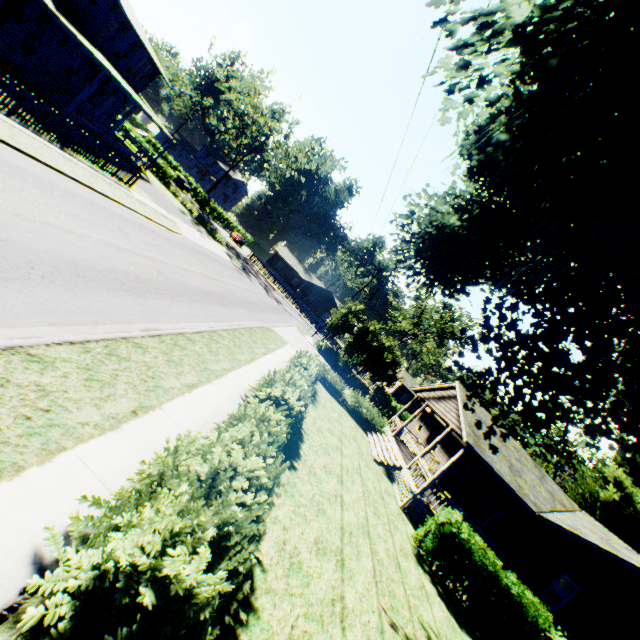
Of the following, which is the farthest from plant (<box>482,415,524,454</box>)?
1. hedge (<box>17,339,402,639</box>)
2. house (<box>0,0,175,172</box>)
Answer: hedge (<box>17,339,402,639</box>)

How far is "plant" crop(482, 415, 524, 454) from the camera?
6.6m

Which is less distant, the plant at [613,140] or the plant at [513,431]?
the plant at [613,140]

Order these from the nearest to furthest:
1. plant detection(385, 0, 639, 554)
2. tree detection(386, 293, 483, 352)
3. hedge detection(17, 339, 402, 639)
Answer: hedge detection(17, 339, 402, 639), plant detection(385, 0, 639, 554), tree detection(386, 293, 483, 352)

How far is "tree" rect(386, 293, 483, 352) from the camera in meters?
46.2

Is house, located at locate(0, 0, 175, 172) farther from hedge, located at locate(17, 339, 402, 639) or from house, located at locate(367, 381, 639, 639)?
house, located at locate(367, 381, 639, 639)

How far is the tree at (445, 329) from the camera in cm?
4619

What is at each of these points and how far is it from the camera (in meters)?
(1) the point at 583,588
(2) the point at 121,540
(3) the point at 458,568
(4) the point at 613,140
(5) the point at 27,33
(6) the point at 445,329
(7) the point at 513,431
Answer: (1) house, 14.63
(2) hedge, 3.45
(3) hedge, 11.64
(4) plant, 4.13
(5) house, 19.25
(6) tree, 45.84
(7) plant, 6.57
